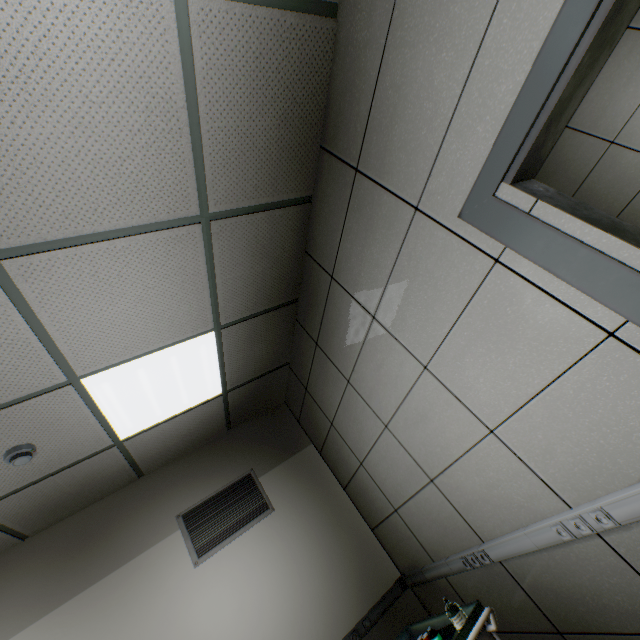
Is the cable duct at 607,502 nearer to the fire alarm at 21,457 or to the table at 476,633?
the table at 476,633

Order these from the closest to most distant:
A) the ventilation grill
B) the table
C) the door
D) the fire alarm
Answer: the door → the table → the fire alarm → the ventilation grill

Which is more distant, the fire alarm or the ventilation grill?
the ventilation grill

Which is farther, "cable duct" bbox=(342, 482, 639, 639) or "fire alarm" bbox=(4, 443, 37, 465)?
"fire alarm" bbox=(4, 443, 37, 465)

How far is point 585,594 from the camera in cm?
162

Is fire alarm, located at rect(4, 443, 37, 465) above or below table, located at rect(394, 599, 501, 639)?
above

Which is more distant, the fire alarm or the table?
the fire alarm

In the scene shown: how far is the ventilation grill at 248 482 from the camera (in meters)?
3.17
